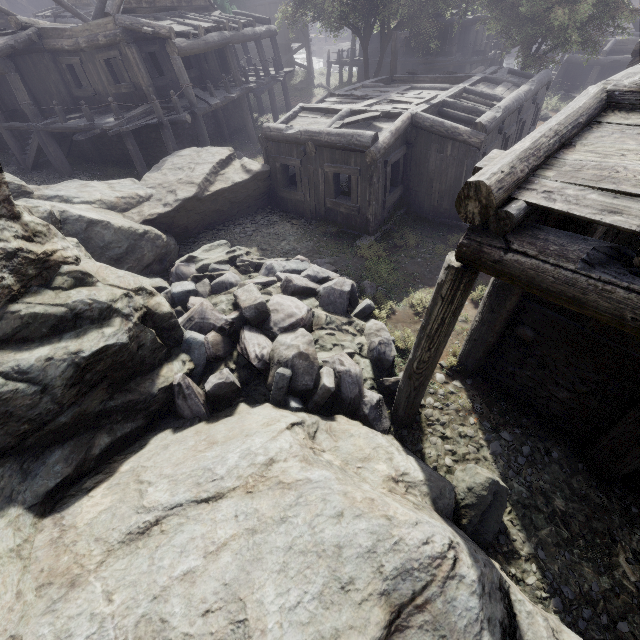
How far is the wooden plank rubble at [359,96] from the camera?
12.5 meters

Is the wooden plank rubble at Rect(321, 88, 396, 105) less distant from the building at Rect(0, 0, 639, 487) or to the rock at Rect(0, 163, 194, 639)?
the building at Rect(0, 0, 639, 487)

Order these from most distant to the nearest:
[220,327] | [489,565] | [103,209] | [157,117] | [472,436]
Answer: [157,117], [103,209], [220,327], [472,436], [489,565]

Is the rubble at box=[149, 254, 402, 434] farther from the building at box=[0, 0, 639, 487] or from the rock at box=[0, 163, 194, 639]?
the building at box=[0, 0, 639, 487]

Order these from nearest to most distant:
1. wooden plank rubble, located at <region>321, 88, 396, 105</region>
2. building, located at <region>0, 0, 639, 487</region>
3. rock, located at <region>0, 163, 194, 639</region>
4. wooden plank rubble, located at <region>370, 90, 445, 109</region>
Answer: building, located at <region>0, 0, 639, 487</region> → rock, located at <region>0, 163, 194, 639</region> → wooden plank rubble, located at <region>370, 90, 445, 109</region> → wooden plank rubble, located at <region>321, 88, 396, 105</region>

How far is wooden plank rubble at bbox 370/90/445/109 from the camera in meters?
11.1

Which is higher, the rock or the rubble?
the rock
